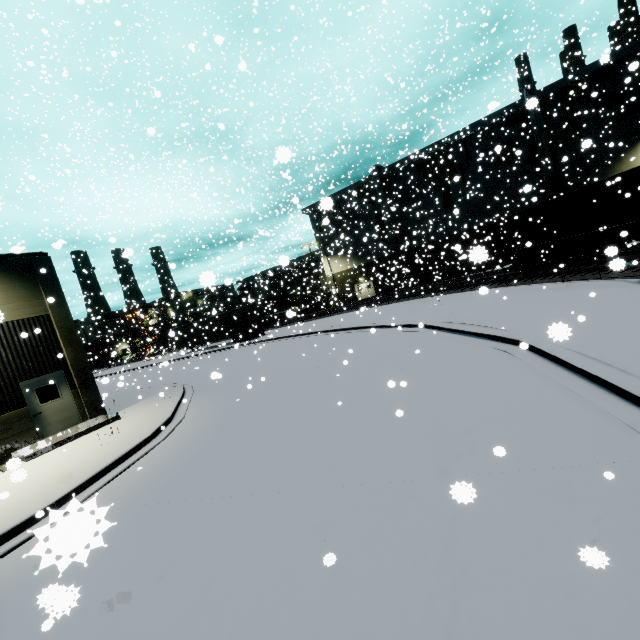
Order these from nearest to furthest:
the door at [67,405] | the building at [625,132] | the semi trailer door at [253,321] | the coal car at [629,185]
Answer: the door at [67,405] → the coal car at [629,185] → the building at [625,132] → the semi trailer door at [253,321]

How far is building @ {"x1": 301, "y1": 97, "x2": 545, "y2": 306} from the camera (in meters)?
33.12

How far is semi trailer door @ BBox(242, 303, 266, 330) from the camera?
33.0m

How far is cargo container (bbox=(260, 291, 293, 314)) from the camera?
45.12m

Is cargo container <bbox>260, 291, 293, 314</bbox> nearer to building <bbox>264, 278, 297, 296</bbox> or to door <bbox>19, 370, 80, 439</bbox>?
building <bbox>264, 278, 297, 296</bbox>

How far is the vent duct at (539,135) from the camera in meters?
28.1

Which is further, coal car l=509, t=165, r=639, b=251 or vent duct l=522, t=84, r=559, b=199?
vent duct l=522, t=84, r=559, b=199

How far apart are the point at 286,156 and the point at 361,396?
7.02m
